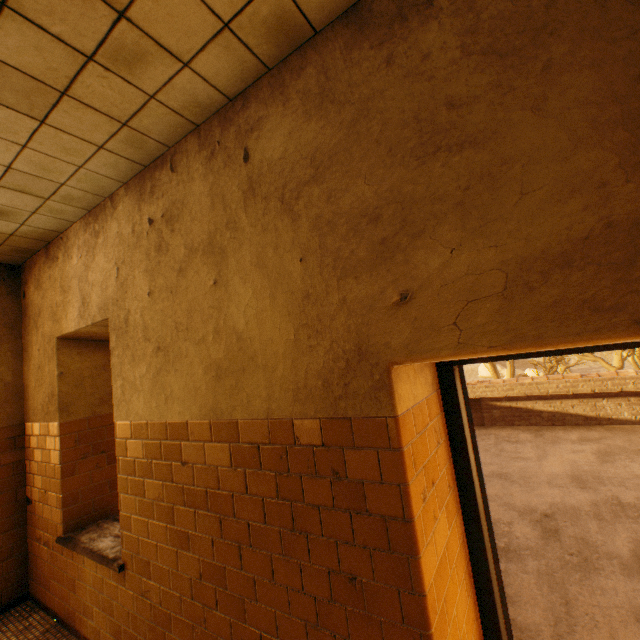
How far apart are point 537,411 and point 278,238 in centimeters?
848cm

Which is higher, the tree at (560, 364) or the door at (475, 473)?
the door at (475, 473)

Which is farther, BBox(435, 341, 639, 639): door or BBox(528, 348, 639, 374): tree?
BBox(528, 348, 639, 374): tree

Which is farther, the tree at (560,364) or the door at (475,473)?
the tree at (560,364)

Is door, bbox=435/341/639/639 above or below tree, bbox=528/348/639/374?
above
